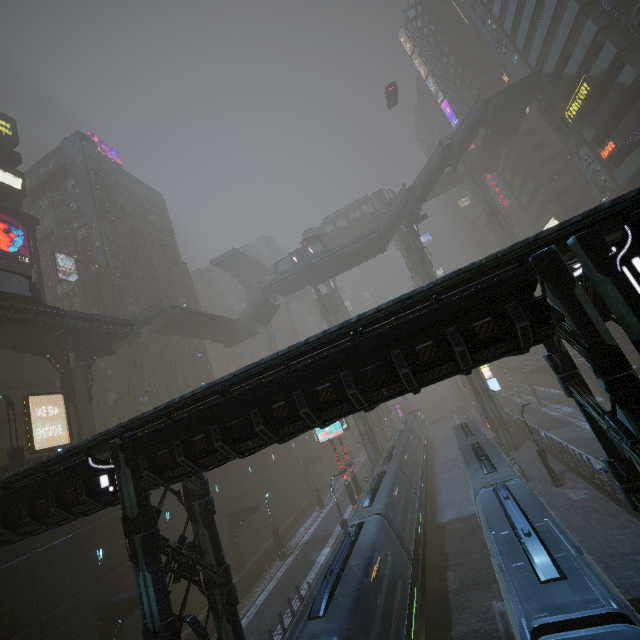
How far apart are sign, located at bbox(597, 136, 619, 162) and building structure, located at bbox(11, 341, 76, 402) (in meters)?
55.70

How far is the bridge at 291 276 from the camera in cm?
4445

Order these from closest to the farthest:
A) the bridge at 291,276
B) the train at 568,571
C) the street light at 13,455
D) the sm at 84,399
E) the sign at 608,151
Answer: the train at 568,571
the street light at 13,455
the sm at 84,399
the sign at 608,151
the bridge at 291,276

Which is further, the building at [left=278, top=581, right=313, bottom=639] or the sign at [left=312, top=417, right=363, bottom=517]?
the sign at [left=312, top=417, right=363, bottom=517]

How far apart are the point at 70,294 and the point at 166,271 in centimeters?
1433cm

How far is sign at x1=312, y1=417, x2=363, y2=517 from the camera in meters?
28.0 m

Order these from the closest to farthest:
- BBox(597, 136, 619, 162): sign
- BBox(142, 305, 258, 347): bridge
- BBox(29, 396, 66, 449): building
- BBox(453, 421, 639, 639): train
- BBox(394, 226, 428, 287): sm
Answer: BBox(453, 421, 639, 639): train
BBox(29, 396, 66, 449): building
BBox(597, 136, 619, 162): sign
BBox(142, 305, 258, 347): bridge
BBox(394, 226, 428, 287): sm

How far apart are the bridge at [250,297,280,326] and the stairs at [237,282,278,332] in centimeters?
0cm
